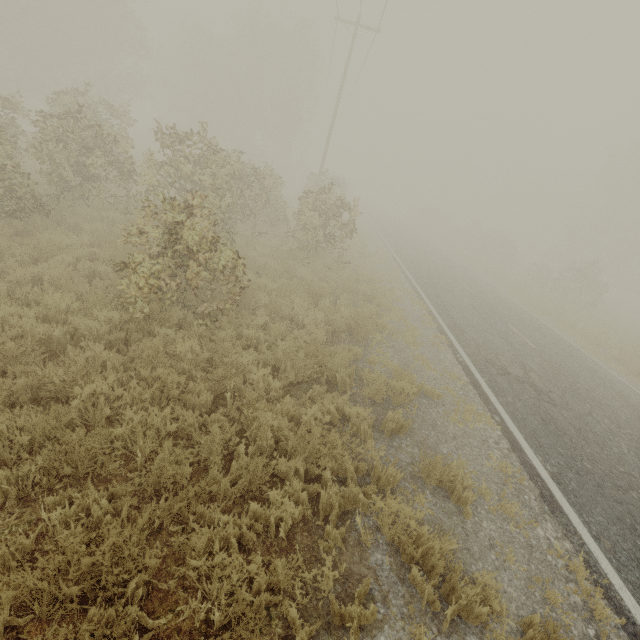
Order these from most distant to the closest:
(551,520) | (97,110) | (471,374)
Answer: (97,110)
(471,374)
(551,520)
